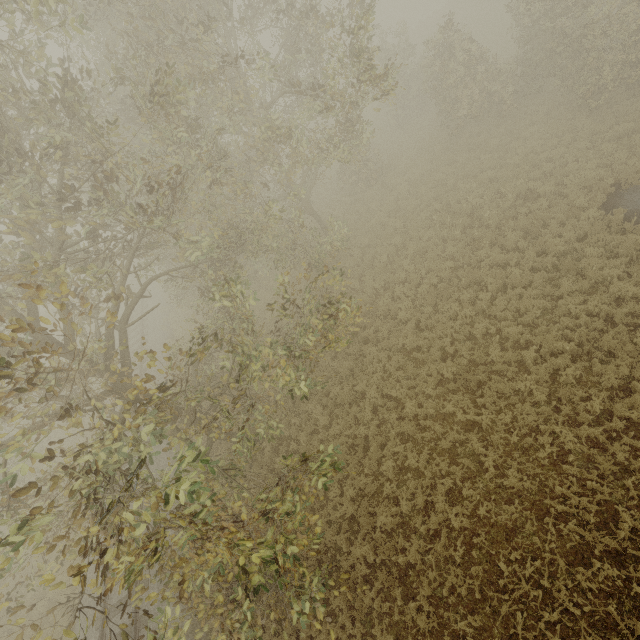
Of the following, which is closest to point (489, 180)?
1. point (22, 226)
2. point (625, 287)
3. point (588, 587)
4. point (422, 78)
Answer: point (625, 287)
